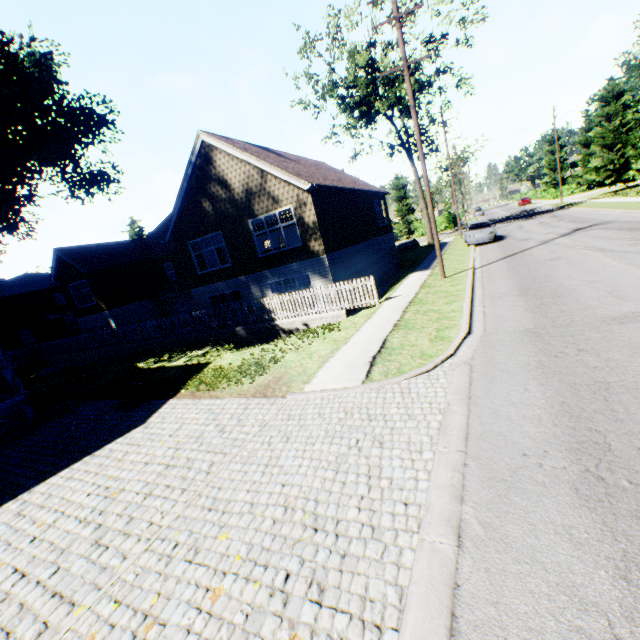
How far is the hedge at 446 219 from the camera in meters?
50.3 m

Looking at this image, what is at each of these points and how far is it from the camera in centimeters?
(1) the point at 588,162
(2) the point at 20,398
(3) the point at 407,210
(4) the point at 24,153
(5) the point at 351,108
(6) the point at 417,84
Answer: (1) tree, 5288cm
(2) house, 967cm
(3) tree, 5322cm
(4) plant, 2491cm
(5) tree, 3319cm
(6) tree, 2694cm

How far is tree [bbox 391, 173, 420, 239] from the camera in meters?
52.3 m

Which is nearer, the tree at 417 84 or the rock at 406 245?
the tree at 417 84

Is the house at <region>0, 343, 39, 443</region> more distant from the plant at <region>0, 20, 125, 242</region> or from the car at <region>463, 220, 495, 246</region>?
the car at <region>463, 220, 495, 246</region>

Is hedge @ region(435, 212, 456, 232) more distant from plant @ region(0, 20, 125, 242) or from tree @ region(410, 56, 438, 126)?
plant @ region(0, 20, 125, 242)

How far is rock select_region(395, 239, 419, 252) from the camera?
35.4m
